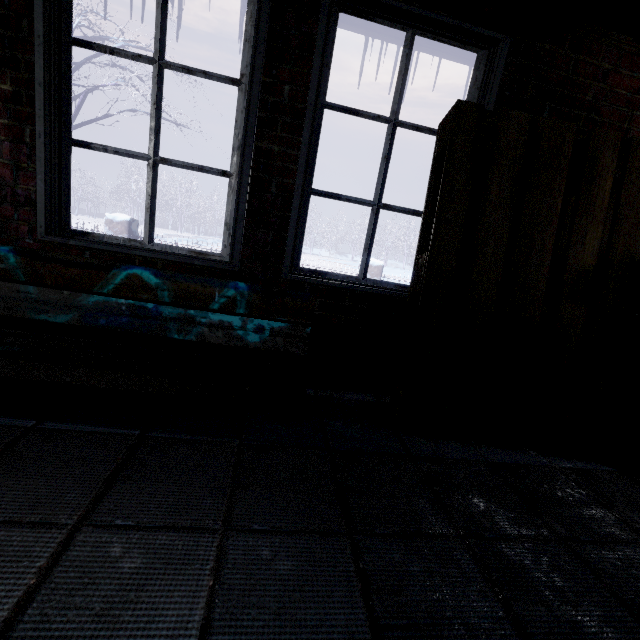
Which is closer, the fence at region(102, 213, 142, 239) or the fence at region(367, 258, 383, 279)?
the fence at region(102, 213, 142, 239)

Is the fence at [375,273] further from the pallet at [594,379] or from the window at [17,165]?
the pallet at [594,379]

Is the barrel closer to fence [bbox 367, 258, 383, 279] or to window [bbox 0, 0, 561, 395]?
window [bbox 0, 0, 561, 395]

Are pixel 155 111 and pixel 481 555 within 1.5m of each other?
no

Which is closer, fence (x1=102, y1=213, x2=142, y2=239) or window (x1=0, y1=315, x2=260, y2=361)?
window (x1=0, y1=315, x2=260, y2=361)

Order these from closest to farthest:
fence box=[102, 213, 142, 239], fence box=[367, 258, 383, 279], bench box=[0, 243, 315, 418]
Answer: bench box=[0, 243, 315, 418] < fence box=[102, 213, 142, 239] < fence box=[367, 258, 383, 279]

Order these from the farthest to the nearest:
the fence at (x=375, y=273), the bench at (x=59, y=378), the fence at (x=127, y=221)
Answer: the fence at (x=375, y=273), the fence at (x=127, y=221), the bench at (x=59, y=378)
